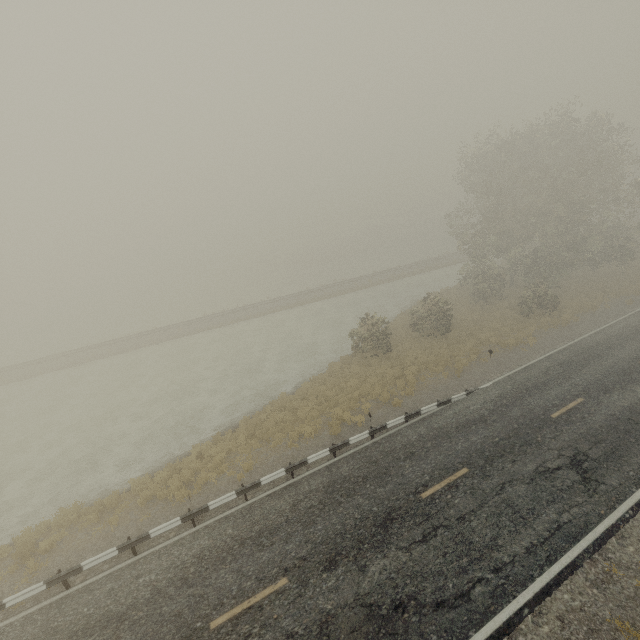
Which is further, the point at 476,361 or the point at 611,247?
the point at 611,247
